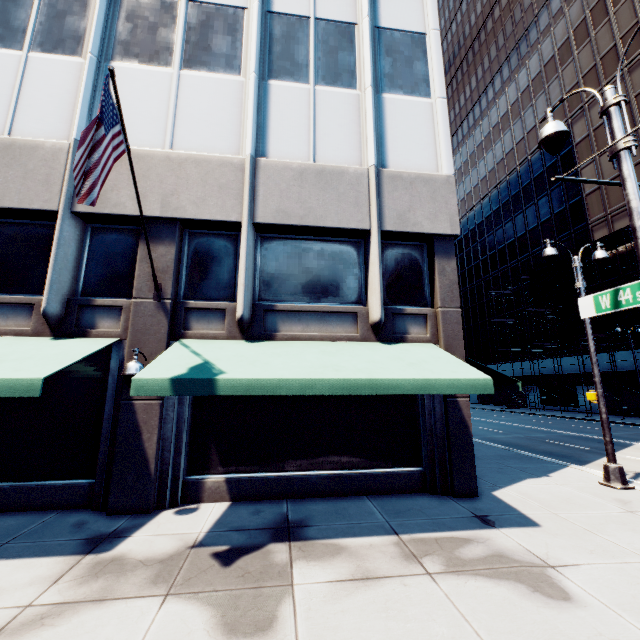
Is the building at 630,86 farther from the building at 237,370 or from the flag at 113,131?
the flag at 113,131

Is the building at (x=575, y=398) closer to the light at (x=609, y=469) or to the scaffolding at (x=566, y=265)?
the scaffolding at (x=566, y=265)

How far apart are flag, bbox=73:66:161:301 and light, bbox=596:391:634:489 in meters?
12.4 m

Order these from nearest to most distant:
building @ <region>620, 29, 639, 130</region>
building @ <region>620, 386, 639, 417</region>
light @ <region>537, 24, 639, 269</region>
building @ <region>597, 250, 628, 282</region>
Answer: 1. light @ <region>537, 24, 639, 269</region>
2. building @ <region>620, 386, 639, 417</region>
3. building @ <region>620, 29, 639, 130</region>
4. building @ <region>597, 250, 628, 282</region>

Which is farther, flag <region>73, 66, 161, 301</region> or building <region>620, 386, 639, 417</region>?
building <region>620, 386, 639, 417</region>

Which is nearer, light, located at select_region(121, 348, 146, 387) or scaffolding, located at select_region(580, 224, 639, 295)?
light, located at select_region(121, 348, 146, 387)

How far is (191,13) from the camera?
9.87m

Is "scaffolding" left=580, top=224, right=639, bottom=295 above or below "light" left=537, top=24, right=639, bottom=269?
above
